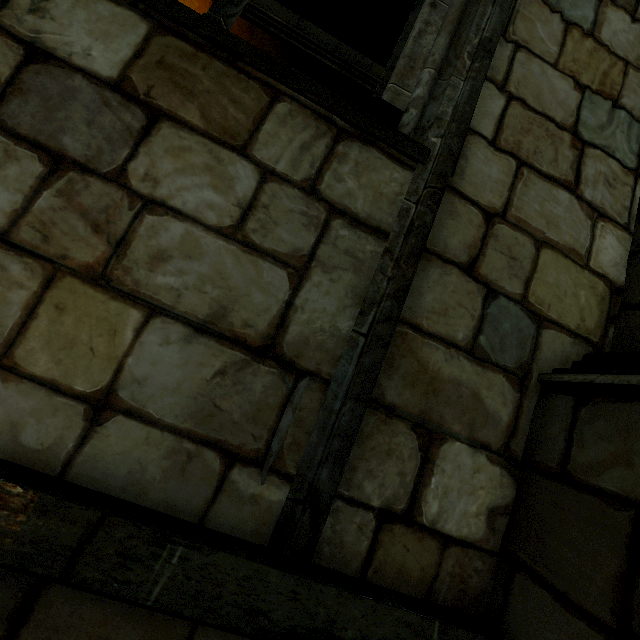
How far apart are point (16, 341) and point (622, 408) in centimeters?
205cm
